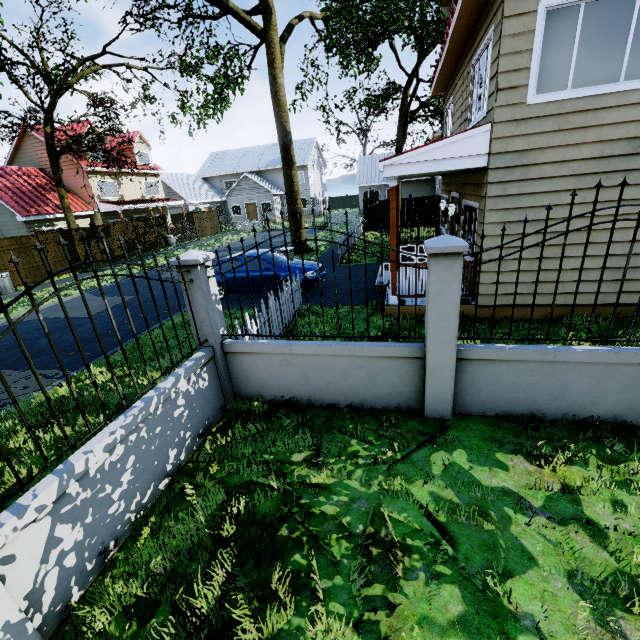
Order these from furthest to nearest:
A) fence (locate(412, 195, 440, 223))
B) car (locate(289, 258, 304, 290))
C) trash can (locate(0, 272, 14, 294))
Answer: fence (locate(412, 195, 440, 223)) < trash can (locate(0, 272, 14, 294)) < car (locate(289, 258, 304, 290))

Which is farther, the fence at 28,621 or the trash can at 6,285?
the trash can at 6,285

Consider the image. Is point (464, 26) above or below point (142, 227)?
above

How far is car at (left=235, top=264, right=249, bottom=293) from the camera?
10.8m

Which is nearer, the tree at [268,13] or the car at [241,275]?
the car at [241,275]

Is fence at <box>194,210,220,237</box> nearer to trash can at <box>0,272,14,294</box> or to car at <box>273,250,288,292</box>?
trash can at <box>0,272,14,294</box>

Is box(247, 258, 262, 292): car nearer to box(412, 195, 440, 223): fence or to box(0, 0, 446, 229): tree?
box(412, 195, 440, 223): fence
